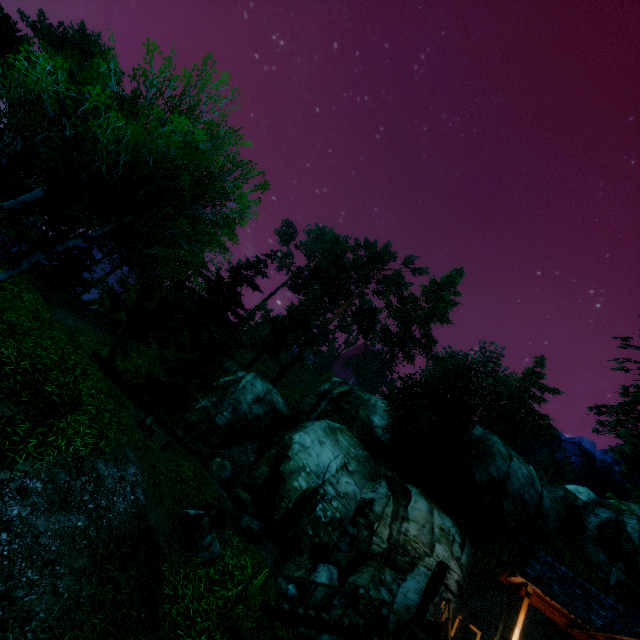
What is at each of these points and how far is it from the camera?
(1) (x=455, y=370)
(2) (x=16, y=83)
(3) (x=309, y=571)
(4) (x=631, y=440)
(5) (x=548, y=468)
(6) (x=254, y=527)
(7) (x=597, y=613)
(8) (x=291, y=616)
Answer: (1) tree, 44.06m
(2) tree, 8.06m
(3) rock, 13.85m
(4) tree, 14.27m
(5) tree, 53.28m
(6) rock, 14.86m
(7) building, 11.31m
(8) stairs, 8.88m

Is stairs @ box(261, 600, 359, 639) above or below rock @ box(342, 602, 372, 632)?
below

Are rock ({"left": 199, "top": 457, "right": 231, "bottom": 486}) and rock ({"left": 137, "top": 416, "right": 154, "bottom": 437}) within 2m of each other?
no

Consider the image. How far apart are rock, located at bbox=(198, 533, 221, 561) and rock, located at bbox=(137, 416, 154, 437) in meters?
3.4

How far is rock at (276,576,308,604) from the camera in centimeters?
1229cm

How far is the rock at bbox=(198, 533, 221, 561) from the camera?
8.5m

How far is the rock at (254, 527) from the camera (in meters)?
14.09

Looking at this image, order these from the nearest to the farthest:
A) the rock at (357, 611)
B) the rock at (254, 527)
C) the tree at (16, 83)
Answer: the tree at (16, 83) → the rock at (357, 611) → the rock at (254, 527)
